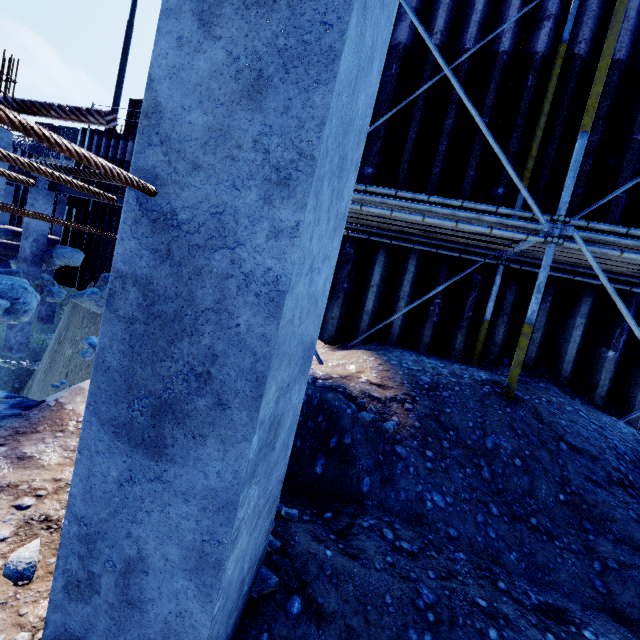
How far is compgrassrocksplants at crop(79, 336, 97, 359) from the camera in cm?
492

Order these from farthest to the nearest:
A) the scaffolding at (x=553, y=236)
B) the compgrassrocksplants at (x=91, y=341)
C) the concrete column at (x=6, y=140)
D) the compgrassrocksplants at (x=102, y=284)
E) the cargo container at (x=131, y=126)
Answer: the cargo container at (x=131, y=126) → the compgrassrocksplants at (x=102, y=284) → the concrete column at (x=6, y=140) → the compgrassrocksplants at (x=91, y=341) → the scaffolding at (x=553, y=236)

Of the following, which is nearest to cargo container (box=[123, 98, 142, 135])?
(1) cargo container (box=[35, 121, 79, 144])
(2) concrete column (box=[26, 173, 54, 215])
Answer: (2) concrete column (box=[26, 173, 54, 215])

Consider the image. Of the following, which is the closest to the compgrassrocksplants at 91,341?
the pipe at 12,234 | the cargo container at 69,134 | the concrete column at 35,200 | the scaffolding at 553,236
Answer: the scaffolding at 553,236

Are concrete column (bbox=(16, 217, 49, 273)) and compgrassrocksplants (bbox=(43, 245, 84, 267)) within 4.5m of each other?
yes

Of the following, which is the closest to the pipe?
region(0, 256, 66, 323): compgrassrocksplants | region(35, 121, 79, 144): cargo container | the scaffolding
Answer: region(0, 256, 66, 323): compgrassrocksplants

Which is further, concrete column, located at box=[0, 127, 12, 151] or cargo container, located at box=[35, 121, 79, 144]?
cargo container, located at box=[35, 121, 79, 144]

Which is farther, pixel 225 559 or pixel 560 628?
pixel 560 628
